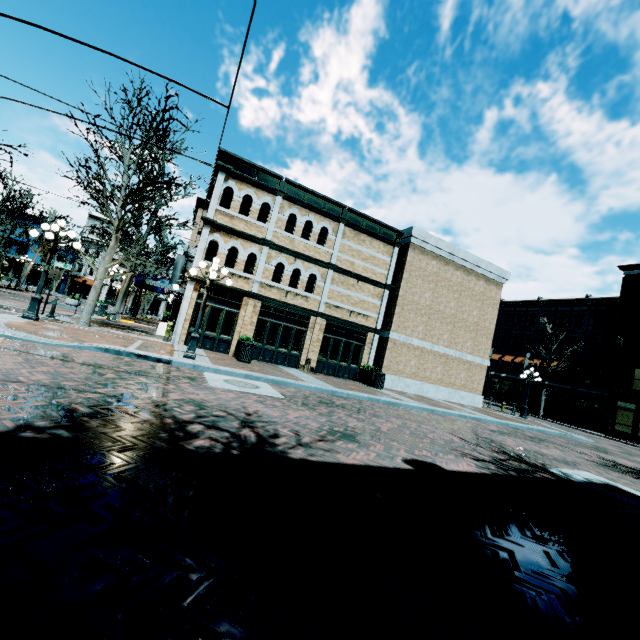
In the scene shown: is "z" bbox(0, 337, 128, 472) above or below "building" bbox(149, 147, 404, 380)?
below

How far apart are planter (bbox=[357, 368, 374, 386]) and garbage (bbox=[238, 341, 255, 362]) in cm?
692

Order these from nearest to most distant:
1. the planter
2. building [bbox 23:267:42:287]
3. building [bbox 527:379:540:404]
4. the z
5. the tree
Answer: the z < the tree < the planter < building [bbox 527:379:540:404] < building [bbox 23:267:42:287]

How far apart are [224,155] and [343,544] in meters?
17.4

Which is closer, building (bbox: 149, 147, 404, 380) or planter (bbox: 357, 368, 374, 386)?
building (bbox: 149, 147, 404, 380)

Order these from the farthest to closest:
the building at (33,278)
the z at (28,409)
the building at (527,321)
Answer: the building at (33,278) → the building at (527,321) → the z at (28,409)

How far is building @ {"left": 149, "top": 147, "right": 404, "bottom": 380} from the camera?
16.0m

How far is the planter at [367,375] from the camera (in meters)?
17.84
